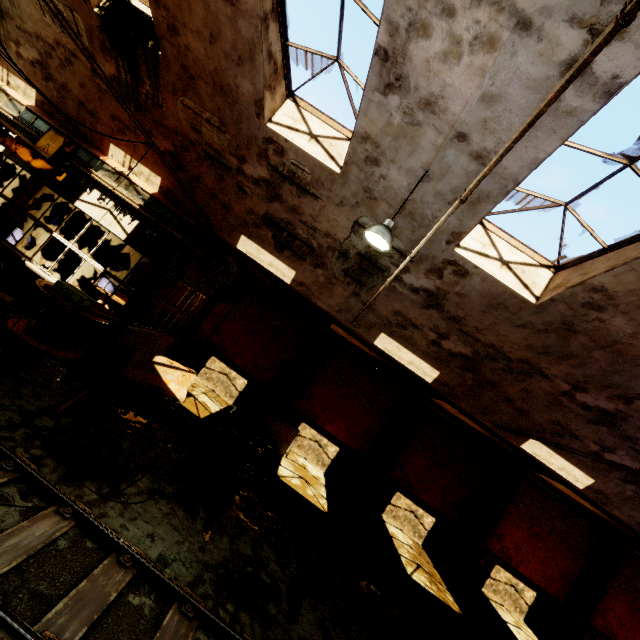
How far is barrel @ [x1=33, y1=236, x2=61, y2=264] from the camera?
13.7m

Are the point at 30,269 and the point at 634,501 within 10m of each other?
no

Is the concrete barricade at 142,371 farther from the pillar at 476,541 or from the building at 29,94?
the pillar at 476,541

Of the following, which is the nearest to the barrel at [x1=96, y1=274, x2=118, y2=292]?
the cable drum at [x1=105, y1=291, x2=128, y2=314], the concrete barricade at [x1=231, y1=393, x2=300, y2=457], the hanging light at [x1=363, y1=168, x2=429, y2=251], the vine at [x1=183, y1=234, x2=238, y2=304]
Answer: the cable drum at [x1=105, y1=291, x2=128, y2=314]

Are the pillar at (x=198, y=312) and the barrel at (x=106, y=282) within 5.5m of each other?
yes

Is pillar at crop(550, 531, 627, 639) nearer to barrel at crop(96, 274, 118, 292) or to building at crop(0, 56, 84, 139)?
building at crop(0, 56, 84, 139)

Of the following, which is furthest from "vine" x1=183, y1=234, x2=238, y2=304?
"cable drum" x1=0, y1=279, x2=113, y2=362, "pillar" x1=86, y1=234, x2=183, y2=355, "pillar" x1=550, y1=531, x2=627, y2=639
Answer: "pillar" x1=550, y1=531, x2=627, y2=639

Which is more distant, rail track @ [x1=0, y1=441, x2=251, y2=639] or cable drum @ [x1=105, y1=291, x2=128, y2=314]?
cable drum @ [x1=105, y1=291, x2=128, y2=314]
